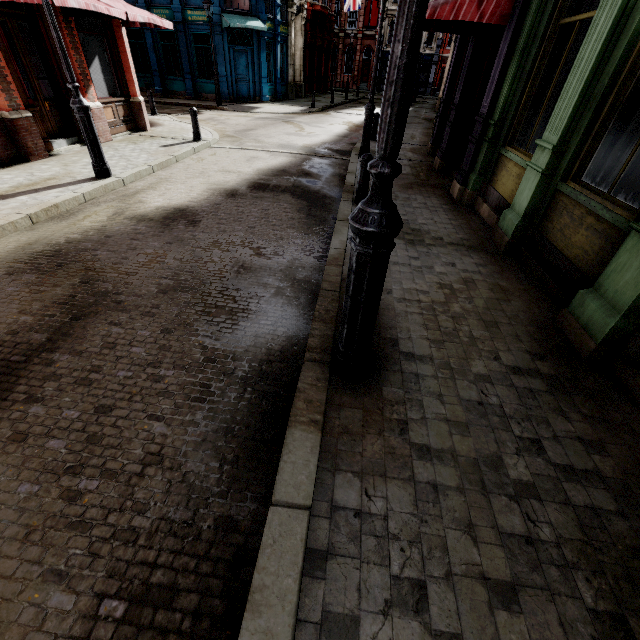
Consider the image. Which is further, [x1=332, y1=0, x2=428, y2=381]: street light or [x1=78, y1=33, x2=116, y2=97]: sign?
[x1=78, y1=33, x2=116, y2=97]: sign

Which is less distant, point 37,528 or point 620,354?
point 37,528

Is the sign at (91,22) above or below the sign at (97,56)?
above

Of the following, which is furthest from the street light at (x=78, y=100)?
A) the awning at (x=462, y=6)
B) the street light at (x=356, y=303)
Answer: the street light at (x=356, y=303)

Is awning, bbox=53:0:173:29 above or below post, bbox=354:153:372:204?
above

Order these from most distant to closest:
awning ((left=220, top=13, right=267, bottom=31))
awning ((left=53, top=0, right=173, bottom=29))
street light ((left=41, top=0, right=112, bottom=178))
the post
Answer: awning ((left=220, top=13, right=267, bottom=31)) < awning ((left=53, top=0, right=173, bottom=29)) < the post < street light ((left=41, top=0, right=112, bottom=178))

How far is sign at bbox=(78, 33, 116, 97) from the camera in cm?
948

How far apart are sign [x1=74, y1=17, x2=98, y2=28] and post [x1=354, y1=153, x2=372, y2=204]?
9.6m
